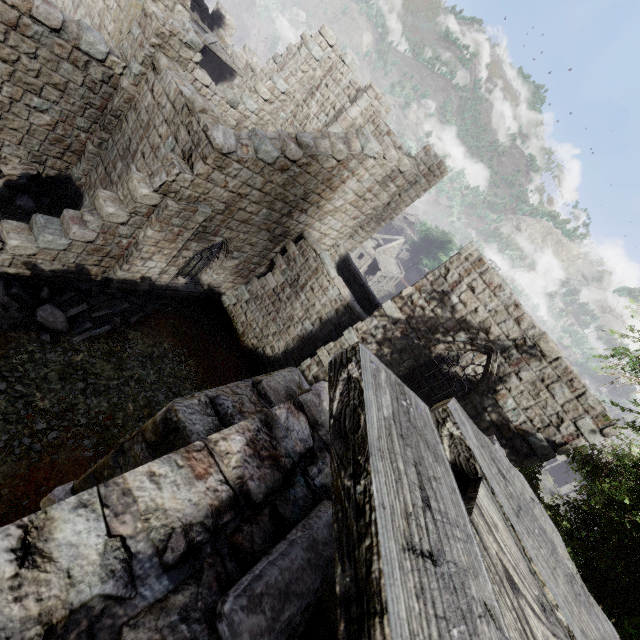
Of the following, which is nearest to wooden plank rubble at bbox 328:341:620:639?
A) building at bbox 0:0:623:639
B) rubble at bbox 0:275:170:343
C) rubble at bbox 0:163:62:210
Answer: building at bbox 0:0:623:639

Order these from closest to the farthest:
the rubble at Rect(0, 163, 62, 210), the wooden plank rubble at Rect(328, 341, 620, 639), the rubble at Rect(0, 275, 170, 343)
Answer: the wooden plank rubble at Rect(328, 341, 620, 639) → the rubble at Rect(0, 275, 170, 343) → the rubble at Rect(0, 163, 62, 210)

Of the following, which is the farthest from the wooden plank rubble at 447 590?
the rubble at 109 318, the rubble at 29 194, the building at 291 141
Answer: the rubble at 29 194

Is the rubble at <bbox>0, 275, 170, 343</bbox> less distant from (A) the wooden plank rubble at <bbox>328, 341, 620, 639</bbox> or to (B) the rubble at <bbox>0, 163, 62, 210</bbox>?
(B) the rubble at <bbox>0, 163, 62, 210</bbox>

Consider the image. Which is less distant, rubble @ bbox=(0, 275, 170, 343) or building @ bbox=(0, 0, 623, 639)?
building @ bbox=(0, 0, 623, 639)

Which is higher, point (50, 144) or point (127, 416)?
point (50, 144)

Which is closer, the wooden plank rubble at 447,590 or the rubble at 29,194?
the wooden plank rubble at 447,590

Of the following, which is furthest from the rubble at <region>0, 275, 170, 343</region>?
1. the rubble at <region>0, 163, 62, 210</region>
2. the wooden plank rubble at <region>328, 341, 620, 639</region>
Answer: the wooden plank rubble at <region>328, 341, 620, 639</region>
